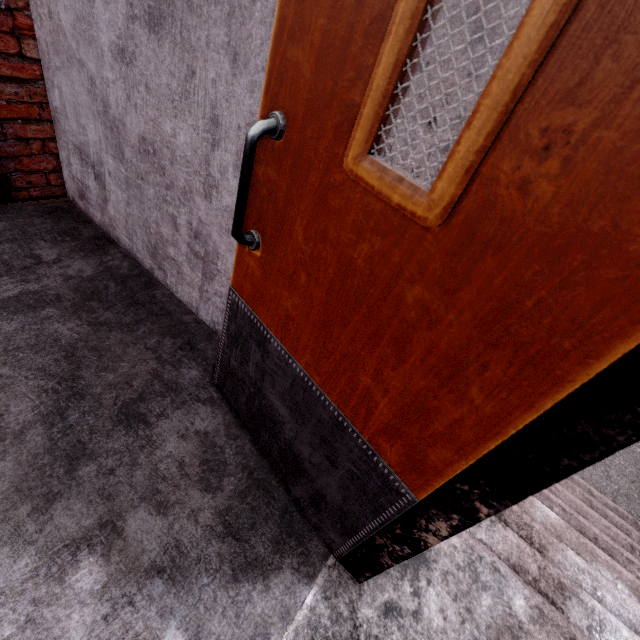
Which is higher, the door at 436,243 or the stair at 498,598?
the door at 436,243

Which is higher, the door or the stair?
the door

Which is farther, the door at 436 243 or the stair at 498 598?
the stair at 498 598

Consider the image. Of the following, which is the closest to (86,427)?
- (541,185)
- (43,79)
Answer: (541,185)

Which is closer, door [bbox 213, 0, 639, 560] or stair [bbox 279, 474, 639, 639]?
door [bbox 213, 0, 639, 560]
